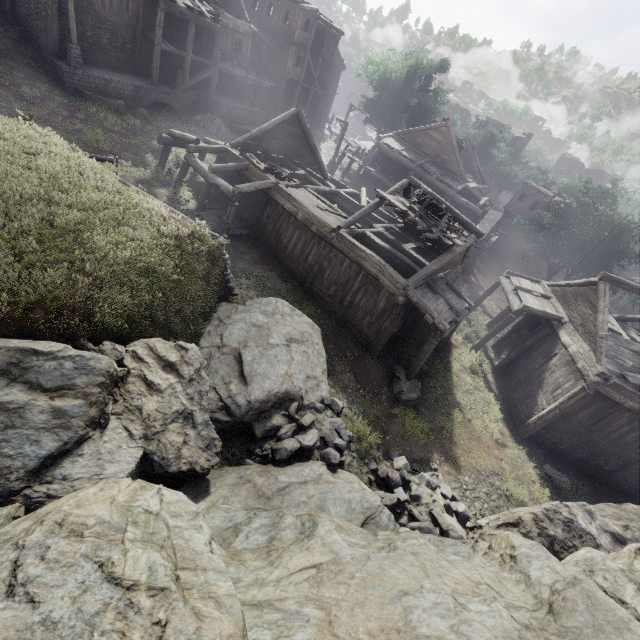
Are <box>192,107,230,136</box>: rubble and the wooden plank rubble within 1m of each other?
no

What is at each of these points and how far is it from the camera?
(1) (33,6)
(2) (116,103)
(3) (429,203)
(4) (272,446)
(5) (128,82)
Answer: (1) building, 19.5m
(2) fountain, 20.5m
(3) broken furniture, 15.6m
(4) rubble, 9.7m
(5) building base, 21.5m

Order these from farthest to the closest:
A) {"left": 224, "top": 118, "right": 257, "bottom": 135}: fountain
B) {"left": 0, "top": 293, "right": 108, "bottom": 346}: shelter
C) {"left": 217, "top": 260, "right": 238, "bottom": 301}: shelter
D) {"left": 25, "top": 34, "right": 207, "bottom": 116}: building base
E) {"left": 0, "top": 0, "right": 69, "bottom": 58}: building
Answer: {"left": 224, "top": 118, "right": 257, "bottom": 135}: fountain, {"left": 25, "top": 34, "right": 207, "bottom": 116}: building base, {"left": 0, "top": 0, "right": 69, "bottom": 58}: building, {"left": 217, "top": 260, "right": 238, "bottom": 301}: shelter, {"left": 0, "top": 293, "right": 108, "bottom": 346}: shelter

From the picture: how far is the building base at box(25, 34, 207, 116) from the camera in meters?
19.5

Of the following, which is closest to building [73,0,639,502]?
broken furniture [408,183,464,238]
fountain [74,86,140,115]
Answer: broken furniture [408,183,464,238]

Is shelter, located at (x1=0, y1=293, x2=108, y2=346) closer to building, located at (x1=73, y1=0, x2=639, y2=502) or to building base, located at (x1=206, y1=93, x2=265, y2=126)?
building, located at (x1=73, y1=0, x2=639, y2=502)

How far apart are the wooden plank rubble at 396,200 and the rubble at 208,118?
16.7m

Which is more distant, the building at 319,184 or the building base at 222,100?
the building base at 222,100
